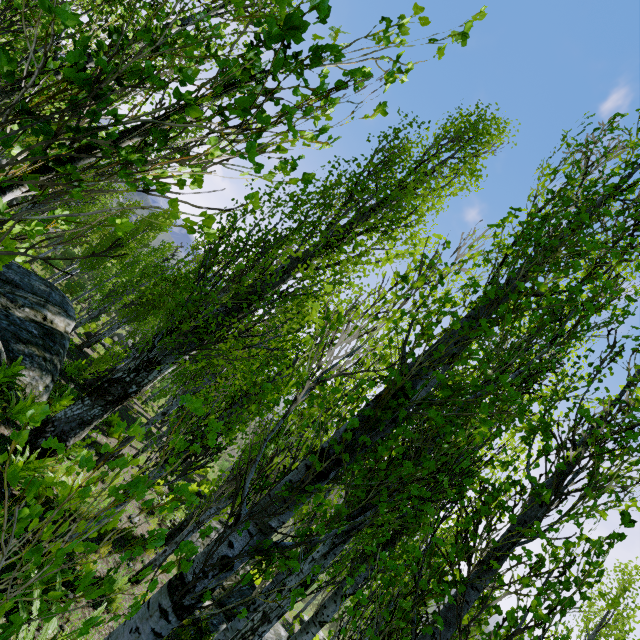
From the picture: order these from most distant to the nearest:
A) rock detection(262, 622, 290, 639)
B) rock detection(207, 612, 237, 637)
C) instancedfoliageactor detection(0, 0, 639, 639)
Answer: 1. rock detection(262, 622, 290, 639)
2. rock detection(207, 612, 237, 637)
3. instancedfoliageactor detection(0, 0, 639, 639)

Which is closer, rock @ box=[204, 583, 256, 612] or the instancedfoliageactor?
the instancedfoliageactor

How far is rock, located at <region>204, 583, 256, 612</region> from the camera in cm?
880

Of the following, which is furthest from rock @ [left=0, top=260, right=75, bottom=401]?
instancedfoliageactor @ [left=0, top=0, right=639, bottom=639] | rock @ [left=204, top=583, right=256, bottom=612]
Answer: rock @ [left=204, top=583, right=256, bottom=612]

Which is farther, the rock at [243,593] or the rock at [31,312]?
the rock at [243,593]

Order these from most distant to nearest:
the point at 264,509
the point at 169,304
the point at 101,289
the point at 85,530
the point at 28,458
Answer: the point at 101,289
the point at 169,304
the point at 28,458
the point at 85,530
the point at 264,509

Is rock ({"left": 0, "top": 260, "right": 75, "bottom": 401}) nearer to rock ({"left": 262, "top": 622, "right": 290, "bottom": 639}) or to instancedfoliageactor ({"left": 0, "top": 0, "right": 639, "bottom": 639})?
instancedfoliageactor ({"left": 0, "top": 0, "right": 639, "bottom": 639})

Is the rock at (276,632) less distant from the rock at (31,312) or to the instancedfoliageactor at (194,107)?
the instancedfoliageactor at (194,107)
